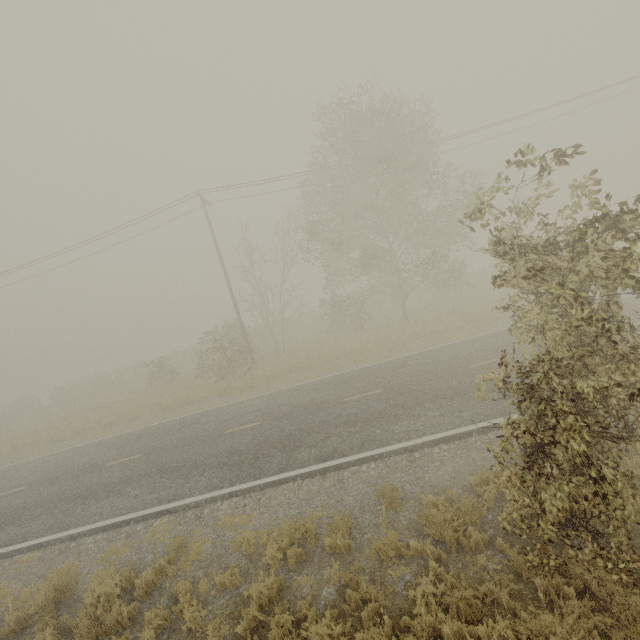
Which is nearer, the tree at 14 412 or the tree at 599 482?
the tree at 599 482

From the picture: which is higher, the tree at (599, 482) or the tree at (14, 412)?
the tree at (599, 482)

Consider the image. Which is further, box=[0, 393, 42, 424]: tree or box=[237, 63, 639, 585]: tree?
box=[0, 393, 42, 424]: tree

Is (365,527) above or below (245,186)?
below

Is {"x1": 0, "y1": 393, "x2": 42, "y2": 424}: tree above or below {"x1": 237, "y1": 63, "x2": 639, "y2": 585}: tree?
below
